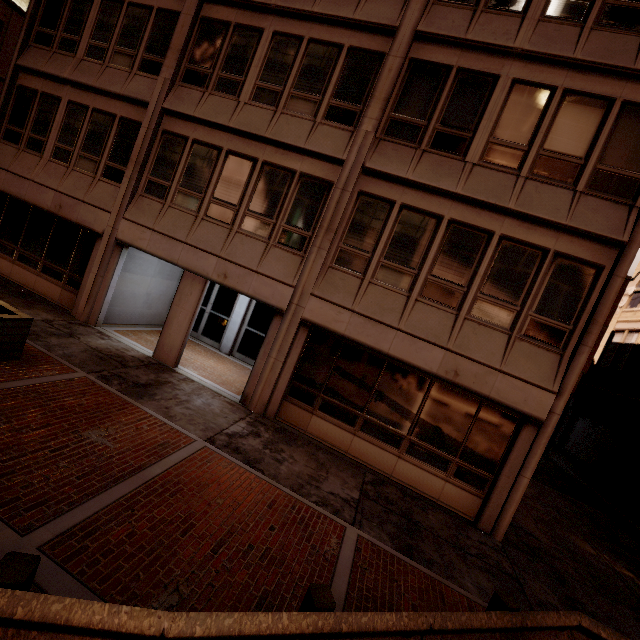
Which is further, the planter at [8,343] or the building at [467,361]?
the building at [467,361]

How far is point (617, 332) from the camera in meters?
18.1

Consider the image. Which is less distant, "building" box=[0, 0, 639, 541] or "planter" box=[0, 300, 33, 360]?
"planter" box=[0, 300, 33, 360]
